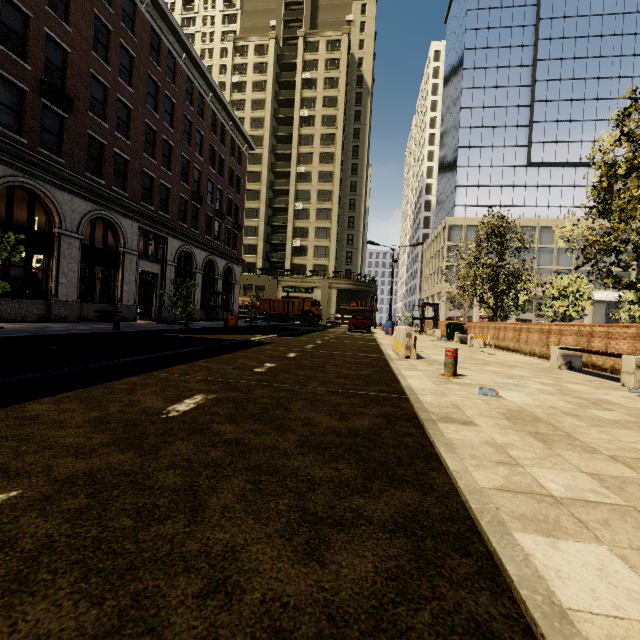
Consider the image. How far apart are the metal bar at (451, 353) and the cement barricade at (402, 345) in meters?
2.2 m

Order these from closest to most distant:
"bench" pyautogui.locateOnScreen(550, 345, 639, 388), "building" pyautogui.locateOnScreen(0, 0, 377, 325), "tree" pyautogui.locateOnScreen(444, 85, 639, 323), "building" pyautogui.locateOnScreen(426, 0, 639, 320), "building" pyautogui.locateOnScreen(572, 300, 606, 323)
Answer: "bench" pyautogui.locateOnScreen(550, 345, 639, 388)
"tree" pyautogui.locateOnScreen(444, 85, 639, 323)
"building" pyautogui.locateOnScreen(0, 0, 377, 325)
"building" pyautogui.locateOnScreen(572, 300, 606, 323)
"building" pyautogui.locateOnScreen(426, 0, 639, 320)

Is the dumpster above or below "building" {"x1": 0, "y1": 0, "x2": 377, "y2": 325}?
below

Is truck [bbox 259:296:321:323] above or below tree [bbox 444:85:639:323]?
below

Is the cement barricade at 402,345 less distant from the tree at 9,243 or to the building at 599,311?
the tree at 9,243

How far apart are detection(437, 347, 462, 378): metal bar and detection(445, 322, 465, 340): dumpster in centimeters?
1385cm

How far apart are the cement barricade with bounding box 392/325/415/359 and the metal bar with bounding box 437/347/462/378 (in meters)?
2.19

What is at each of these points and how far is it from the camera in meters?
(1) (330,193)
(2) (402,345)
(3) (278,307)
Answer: (1) building, 51.5
(2) cement barricade, 8.7
(3) truck, 41.6
